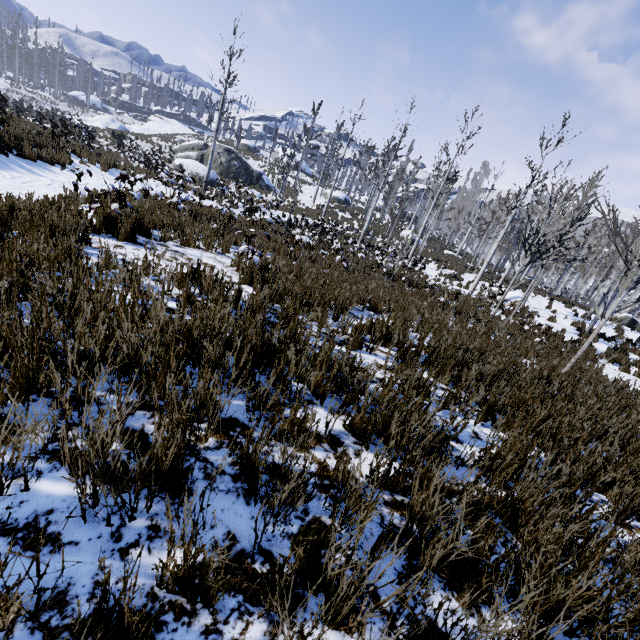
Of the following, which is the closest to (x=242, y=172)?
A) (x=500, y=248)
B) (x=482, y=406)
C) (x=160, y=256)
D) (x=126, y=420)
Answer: (x=500, y=248)

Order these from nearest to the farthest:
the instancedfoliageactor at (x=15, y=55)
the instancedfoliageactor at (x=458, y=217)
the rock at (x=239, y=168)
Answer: Result: the instancedfoliageactor at (x=458, y=217) < the rock at (x=239, y=168) < the instancedfoliageactor at (x=15, y=55)

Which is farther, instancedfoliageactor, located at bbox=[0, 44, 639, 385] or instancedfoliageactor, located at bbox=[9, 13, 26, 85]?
instancedfoliageactor, located at bbox=[9, 13, 26, 85]

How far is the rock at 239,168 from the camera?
31.53m

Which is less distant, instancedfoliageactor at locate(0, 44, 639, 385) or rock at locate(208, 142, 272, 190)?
instancedfoliageactor at locate(0, 44, 639, 385)

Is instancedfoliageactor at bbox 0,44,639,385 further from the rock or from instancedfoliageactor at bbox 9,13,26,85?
the rock
